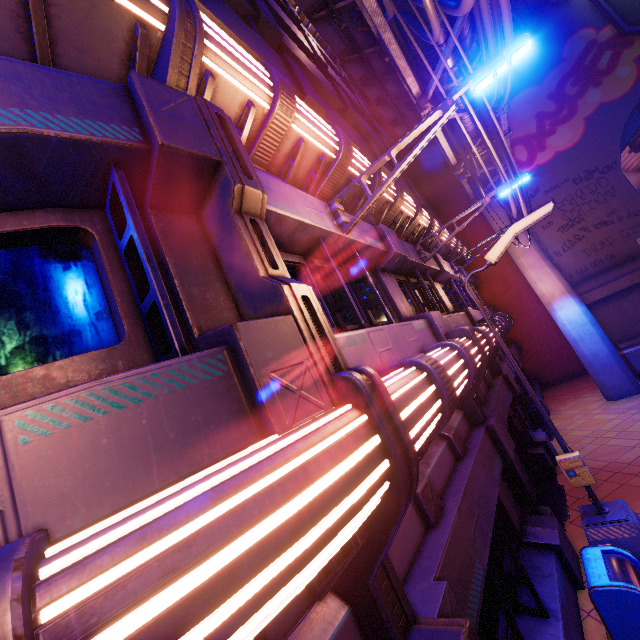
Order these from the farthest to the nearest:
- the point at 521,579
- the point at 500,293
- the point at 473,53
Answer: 1. the point at 500,293
2. the point at 473,53
3. the point at 521,579

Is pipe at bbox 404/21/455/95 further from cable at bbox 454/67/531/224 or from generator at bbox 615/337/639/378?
generator at bbox 615/337/639/378

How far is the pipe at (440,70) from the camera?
7.36m

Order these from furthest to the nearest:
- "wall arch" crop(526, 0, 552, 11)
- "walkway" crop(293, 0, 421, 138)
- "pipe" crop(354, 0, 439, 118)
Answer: "wall arch" crop(526, 0, 552, 11)
"walkway" crop(293, 0, 421, 138)
"pipe" crop(354, 0, 439, 118)

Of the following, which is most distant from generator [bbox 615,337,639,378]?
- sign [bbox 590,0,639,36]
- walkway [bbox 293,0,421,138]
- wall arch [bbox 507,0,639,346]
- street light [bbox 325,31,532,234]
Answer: street light [bbox 325,31,532,234]

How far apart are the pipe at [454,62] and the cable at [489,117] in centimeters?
1cm

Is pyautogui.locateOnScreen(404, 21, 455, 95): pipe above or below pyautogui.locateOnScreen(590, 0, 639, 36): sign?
below

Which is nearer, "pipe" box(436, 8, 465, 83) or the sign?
"pipe" box(436, 8, 465, 83)
